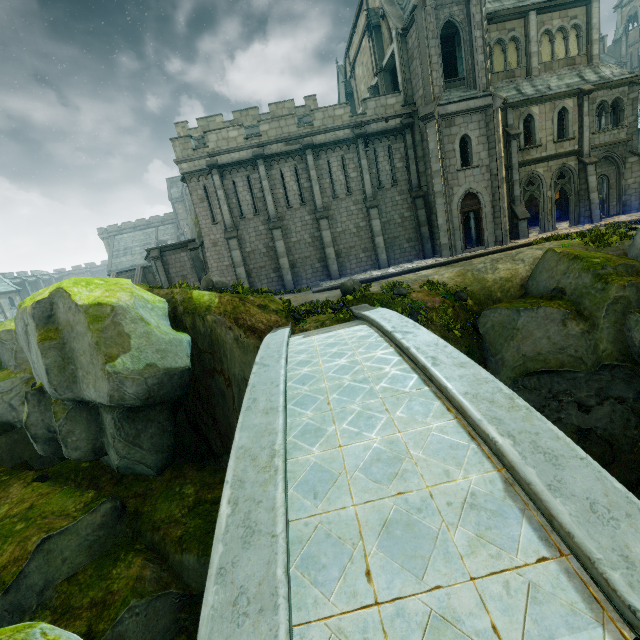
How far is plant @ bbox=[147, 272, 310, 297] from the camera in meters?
12.7

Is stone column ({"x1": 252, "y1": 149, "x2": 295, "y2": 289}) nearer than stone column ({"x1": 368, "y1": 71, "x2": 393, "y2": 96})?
Yes

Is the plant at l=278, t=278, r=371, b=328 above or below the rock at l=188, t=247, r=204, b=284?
below

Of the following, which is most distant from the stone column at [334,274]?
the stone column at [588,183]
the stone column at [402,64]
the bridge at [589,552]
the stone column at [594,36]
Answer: the stone column at [594,36]

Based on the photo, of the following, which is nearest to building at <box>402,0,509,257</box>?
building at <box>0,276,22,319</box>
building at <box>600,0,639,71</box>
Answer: building at <box>600,0,639,71</box>

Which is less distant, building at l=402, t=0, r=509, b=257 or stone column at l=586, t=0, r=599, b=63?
building at l=402, t=0, r=509, b=257

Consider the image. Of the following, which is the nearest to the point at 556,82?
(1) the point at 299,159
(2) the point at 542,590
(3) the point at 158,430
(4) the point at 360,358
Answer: (1) the point at 299,159

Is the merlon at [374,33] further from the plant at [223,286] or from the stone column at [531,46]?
the plant at [223,286]
